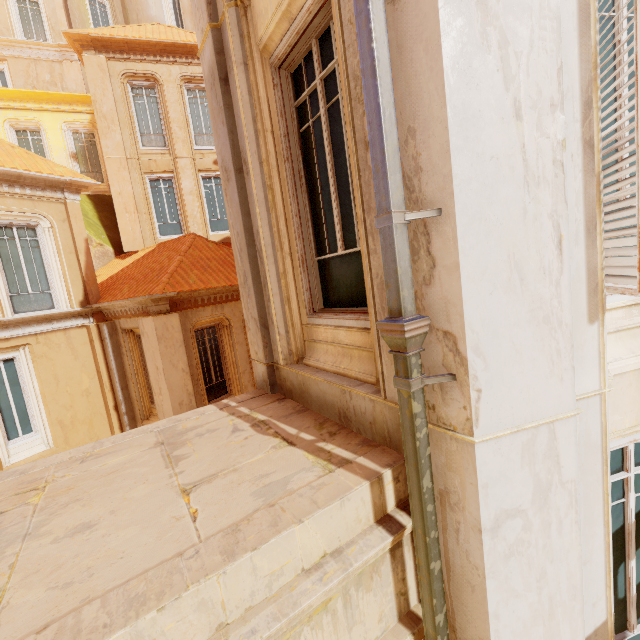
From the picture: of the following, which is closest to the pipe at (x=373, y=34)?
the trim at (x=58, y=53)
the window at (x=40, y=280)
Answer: the window at (x=40, y=280)

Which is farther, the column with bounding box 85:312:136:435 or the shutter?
the column with bounding box 85:312:136:435

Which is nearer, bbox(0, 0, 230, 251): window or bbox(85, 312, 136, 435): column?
bbox(85, 312, 136, 435): column

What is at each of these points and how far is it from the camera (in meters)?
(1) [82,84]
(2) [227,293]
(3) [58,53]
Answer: (1) column, 17.56
(2) trim, 11.12
(3) trim, 17.05

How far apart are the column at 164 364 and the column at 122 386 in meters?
2.0

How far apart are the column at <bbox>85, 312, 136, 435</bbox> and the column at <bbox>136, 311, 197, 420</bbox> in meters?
→ 2.0

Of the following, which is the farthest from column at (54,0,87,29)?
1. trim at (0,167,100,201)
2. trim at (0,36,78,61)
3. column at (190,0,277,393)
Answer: column at (190,0,277,393)

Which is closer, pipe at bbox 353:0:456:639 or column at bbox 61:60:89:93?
pipe at bbox 353:0:456:639
